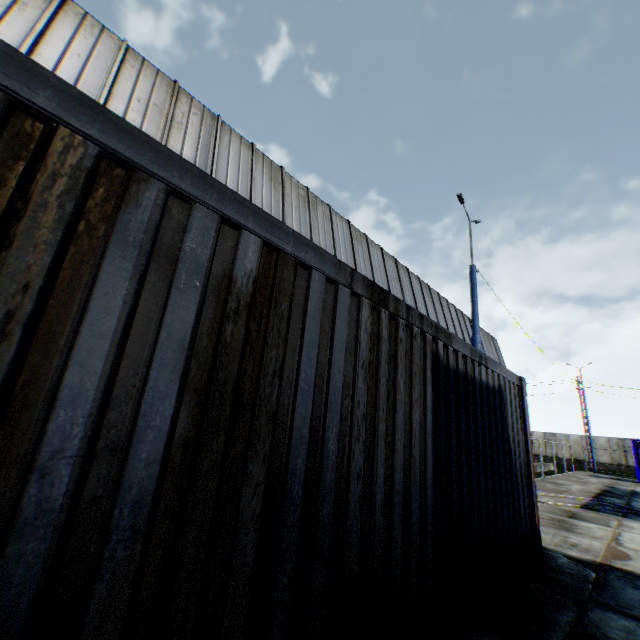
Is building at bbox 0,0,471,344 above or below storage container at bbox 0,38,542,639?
above

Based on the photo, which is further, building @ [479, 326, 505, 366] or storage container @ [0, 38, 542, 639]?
building @ [479, 326, 505, 366]

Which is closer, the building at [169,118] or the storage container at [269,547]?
the storage container at [269,547]

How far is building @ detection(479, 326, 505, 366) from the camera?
27.2 meters

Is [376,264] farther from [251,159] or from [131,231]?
[131,231]

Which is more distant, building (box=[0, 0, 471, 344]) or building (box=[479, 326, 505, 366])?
building (box=[479, 326, 505, 366])
